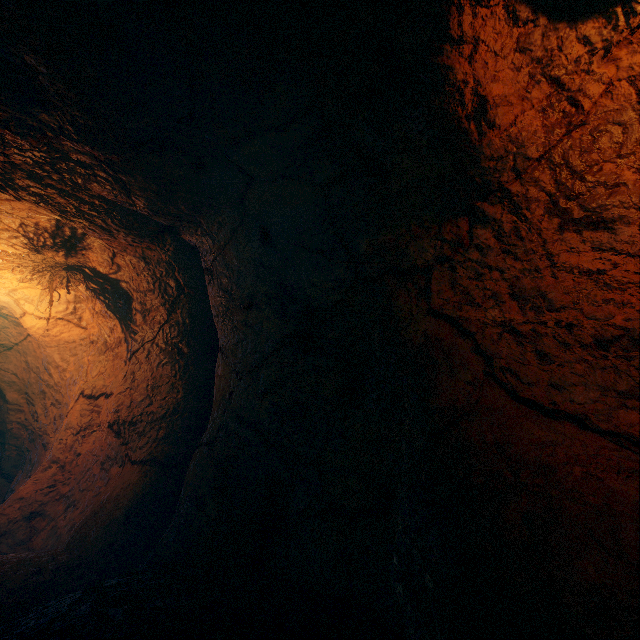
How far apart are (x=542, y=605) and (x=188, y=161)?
5.3 meters
